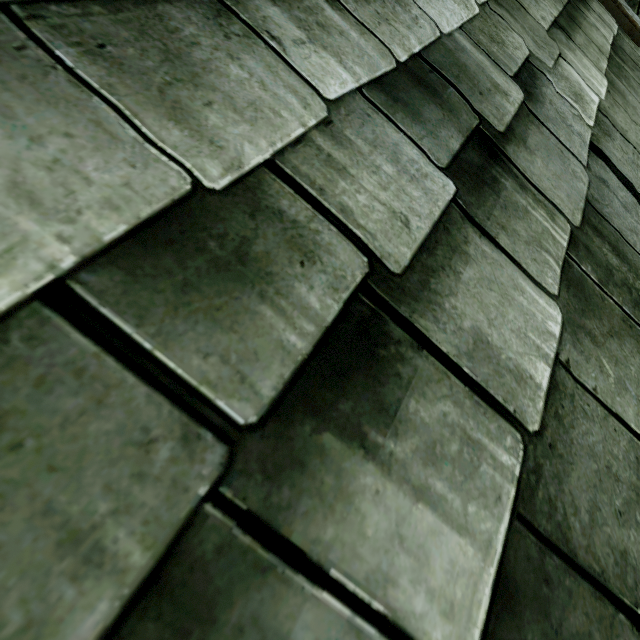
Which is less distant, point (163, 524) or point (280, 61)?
point (163, 524)
